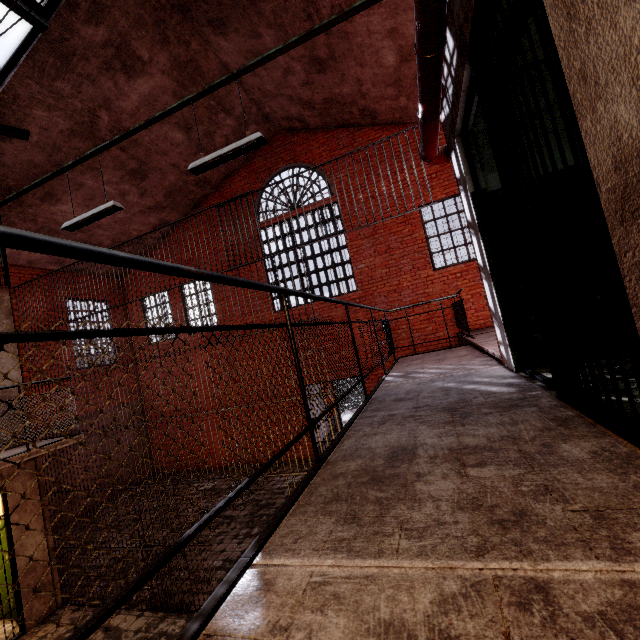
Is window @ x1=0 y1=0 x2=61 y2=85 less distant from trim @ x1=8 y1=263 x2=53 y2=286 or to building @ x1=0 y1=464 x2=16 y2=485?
trim @ x1=8 y1=263 x2=53 y2=286

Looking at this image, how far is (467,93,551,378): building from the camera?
3.0m

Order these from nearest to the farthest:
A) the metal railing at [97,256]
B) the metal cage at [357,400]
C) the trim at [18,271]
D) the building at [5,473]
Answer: the metal railing at [97,256] < the building at [5,473] < the trim at [18,271] < the metal cage at [357,400]

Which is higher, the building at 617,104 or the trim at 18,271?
the trim at 18,271

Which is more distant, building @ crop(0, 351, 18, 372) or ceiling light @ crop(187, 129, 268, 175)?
building @ crop(0, 351, 18, 372)

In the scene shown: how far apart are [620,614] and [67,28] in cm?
967

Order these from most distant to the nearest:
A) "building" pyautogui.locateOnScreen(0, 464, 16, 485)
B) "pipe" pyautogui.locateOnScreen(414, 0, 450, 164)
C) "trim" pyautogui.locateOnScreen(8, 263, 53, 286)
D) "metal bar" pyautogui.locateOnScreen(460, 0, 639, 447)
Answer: "trim" pyautogui.locateOnScreen(8, 263, 53, 286) → "building" pyautogui.locateOnScreen(0, 464, 16, 485) → "pipe" pyautogui.locateOnScreen(414, 0, 450, 164) → "metal bar" pyautogui.locateOnScreen(460, 0, 639, 447)

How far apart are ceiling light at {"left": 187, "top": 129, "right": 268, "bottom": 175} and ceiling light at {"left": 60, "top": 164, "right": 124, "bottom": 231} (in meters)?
1.42
